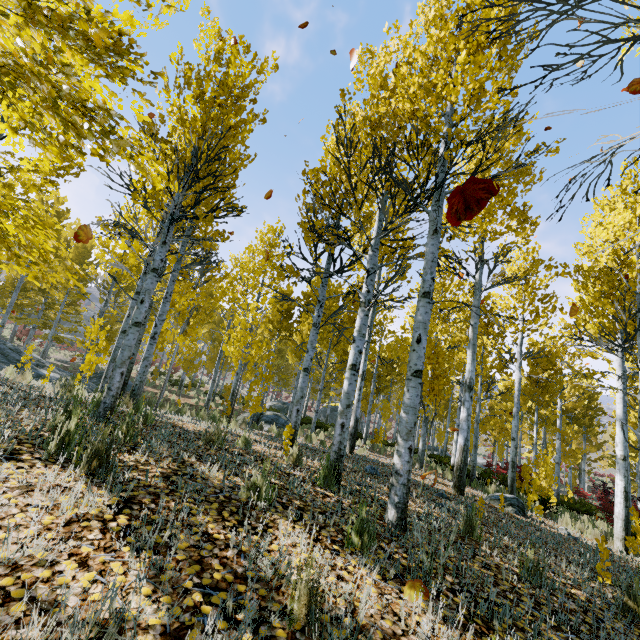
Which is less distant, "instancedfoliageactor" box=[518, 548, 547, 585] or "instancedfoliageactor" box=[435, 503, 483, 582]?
"instancedfoliageactor" box=[435, 503, 483, 582]

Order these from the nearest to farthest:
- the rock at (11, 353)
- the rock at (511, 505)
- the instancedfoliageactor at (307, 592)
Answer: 1. the instancedfoliageactor at (307, 592)
2. the rock at (511, 505)
3. the rock at (11, 353)

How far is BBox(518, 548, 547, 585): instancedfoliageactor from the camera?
3.0 meters

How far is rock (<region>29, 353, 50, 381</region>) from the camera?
11.6m

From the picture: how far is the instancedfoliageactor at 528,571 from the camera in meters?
3.0 m

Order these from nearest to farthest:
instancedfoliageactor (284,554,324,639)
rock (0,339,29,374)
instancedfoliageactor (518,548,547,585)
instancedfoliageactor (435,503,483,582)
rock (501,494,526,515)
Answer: instancedfoliageactor (284,554,324,639) < instancedfoliageactor (435,503,483,582) < instancedfoliageactor (518,548,547,585) < rock (501,494,526,515) < rock (0,339,29,374)

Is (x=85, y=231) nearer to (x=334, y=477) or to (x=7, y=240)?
(x=7, y=240)

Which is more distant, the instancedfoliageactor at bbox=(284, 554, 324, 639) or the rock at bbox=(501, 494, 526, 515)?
the rock at bbox=(501, 494, 526, 515)
